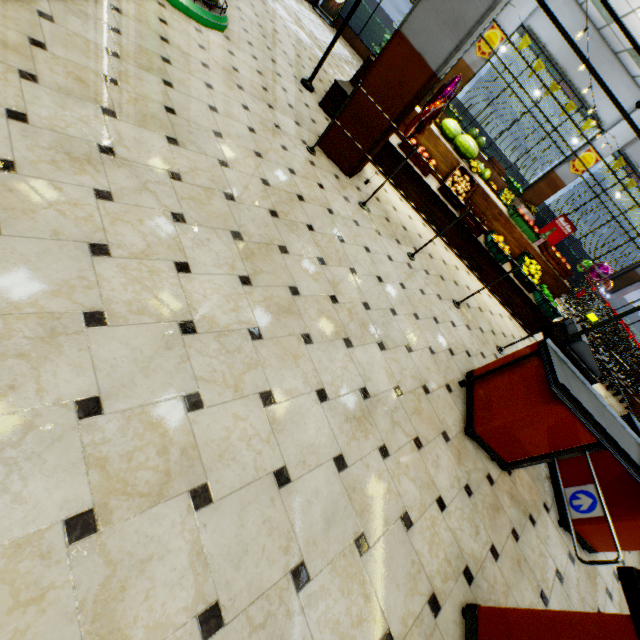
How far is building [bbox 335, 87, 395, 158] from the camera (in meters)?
4.12

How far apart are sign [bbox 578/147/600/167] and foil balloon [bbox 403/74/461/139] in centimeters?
970cm

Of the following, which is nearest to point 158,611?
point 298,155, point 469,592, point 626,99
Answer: point 469,592

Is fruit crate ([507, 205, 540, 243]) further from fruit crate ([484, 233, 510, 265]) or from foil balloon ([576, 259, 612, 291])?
foil balloon ([576, 259, 612, 291])

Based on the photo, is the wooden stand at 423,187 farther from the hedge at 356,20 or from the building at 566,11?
the hedge at 356,20

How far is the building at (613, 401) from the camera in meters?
7.9

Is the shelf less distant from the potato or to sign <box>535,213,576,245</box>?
the potato

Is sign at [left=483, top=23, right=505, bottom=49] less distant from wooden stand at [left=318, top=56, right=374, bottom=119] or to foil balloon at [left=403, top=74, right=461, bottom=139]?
wooden stand at [left=318, top=56, right=374, bottom=119]
